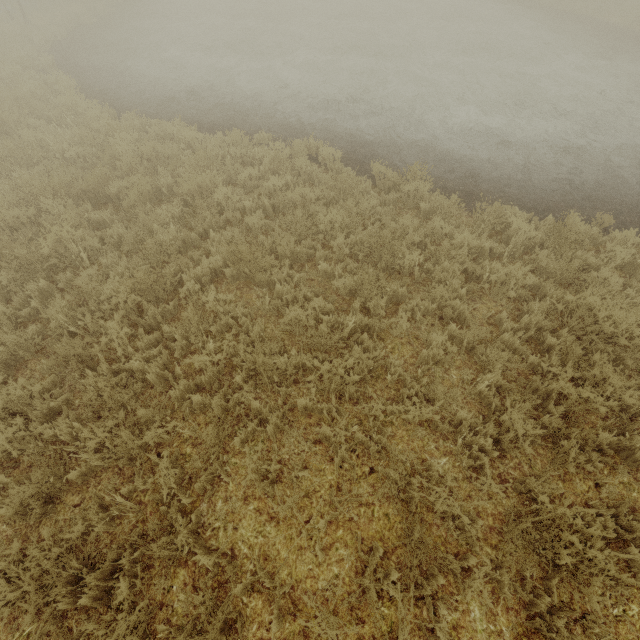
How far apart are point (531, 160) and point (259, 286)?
7.4 meters
